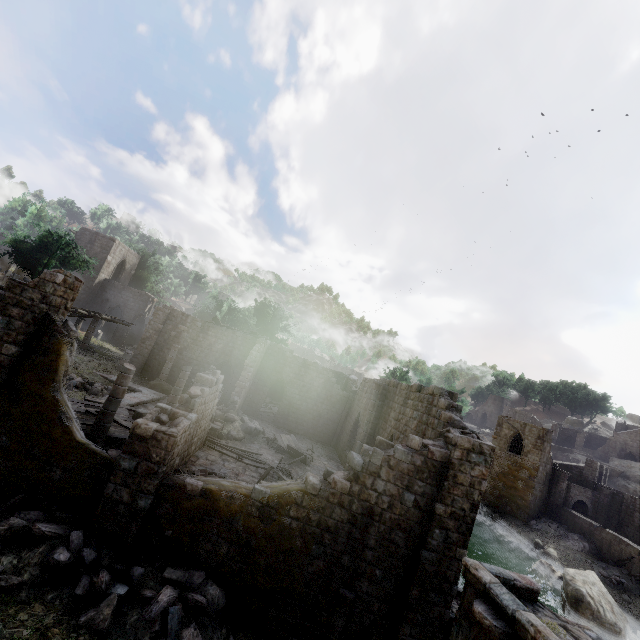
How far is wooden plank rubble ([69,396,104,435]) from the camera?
13.4m

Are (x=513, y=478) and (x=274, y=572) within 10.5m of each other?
no

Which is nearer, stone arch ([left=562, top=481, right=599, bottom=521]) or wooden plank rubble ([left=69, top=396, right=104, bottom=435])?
wooden plank rubble ([left=69, top=396, right=104, bottom=435])

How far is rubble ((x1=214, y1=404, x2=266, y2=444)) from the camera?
20.17m

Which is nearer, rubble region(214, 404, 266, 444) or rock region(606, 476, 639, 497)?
rubble region(214, 404, 266, 444)

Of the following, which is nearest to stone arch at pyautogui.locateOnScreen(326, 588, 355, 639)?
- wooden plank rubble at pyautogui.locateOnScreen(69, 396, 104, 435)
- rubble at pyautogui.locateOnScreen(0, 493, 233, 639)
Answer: rubble at pyautogui.locateOnScreen(0, 493, 233, 639)

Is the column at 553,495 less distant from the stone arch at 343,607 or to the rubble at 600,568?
the rubble at 600,568

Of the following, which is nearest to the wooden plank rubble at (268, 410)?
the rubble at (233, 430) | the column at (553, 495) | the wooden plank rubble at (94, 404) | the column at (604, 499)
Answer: the rubble at (233, 430)
